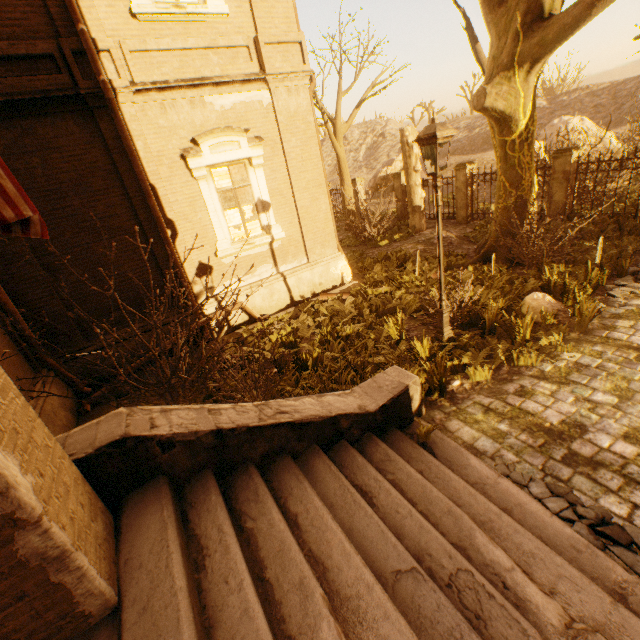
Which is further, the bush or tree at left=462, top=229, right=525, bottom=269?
tree at left=462, top=229, right=525, bottom=269

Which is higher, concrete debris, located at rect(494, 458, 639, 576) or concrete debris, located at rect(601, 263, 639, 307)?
concrete debris, located at rect(494, 458, 639, 576)

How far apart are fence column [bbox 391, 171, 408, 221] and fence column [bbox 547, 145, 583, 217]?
7.3 meters

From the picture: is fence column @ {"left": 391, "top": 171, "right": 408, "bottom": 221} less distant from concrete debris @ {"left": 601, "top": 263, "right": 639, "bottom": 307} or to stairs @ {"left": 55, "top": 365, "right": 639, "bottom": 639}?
concrete debris @ {"left": 601, "top": 263, "right": 639, "bottom": 307}

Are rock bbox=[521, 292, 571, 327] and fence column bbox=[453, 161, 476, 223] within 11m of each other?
yes

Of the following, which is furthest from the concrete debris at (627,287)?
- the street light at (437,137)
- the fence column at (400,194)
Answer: the fence column at (400,194)

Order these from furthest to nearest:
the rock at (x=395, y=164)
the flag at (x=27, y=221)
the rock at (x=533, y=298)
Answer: the rock at (x=395, y=164) < the rock at (x=533, y=298) < the flag at (x=27, y=221)

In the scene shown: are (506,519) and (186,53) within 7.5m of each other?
no
